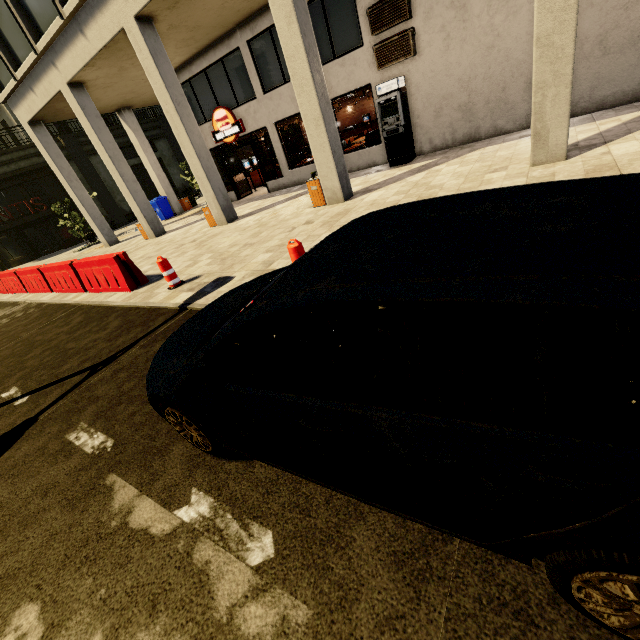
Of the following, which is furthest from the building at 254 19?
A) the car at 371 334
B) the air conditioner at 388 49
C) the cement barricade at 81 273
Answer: the car at 371 334

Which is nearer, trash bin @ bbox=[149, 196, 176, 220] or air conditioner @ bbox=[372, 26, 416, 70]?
air conditioner @ bbox=[372, 26, 416, 70]

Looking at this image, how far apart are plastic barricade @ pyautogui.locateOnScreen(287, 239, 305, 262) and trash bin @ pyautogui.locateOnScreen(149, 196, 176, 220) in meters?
18.1

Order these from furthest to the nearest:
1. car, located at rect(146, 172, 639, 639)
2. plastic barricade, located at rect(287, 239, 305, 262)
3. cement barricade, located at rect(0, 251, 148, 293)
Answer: cement barricade, located at rect(0, 251, 148, 293) → plastic barricade, located at rect(287, 239, 305, 262) → car, located at rect(146, 172, 639, 639)

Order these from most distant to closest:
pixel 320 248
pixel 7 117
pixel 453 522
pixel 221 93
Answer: pixel 7 117
pixel 221 93
pixel 320 248
pixel 453 522

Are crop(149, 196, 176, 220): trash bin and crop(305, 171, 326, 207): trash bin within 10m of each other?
no

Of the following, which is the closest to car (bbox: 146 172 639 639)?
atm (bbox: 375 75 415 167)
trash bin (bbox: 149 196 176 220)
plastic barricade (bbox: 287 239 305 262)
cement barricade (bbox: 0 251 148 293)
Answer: plastic barricade (bbox: 287 239 305 262)

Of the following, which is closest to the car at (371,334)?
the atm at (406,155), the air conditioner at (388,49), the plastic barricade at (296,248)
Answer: the plastic barricade at (296,248)
